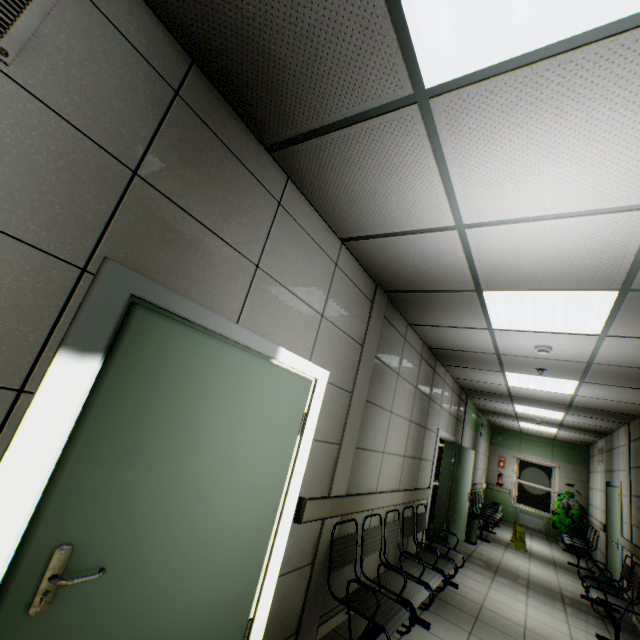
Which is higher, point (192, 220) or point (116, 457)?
point (192, 220)

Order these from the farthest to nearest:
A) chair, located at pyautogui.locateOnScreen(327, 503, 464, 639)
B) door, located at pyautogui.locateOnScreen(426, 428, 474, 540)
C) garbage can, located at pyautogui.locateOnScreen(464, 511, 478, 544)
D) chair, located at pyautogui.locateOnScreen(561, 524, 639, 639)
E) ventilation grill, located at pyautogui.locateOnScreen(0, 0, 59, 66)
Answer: garbage can, located at pyautogui.locateOnScreen(464, 511, 478, 544)
door, located at pyautogui.locateOnScreen(426, 428, 474, 540)
chair, located at pyautogui.locateOnScreen(561, 524, 639, 639)
chair, located at pyautogui.locateOnScreen(327, 503, 464, 639)
ventilation grill, located at pyautogui.locateOnScreen(0, 0, 59, 66)

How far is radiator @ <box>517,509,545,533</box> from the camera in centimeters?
1084cm

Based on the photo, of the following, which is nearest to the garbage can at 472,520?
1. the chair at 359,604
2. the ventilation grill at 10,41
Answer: the chair at 359,604

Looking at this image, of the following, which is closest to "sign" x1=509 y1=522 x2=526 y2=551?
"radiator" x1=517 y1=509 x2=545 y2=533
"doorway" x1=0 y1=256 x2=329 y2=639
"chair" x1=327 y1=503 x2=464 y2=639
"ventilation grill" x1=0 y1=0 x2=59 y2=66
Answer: "radiator" x1=517 y1=509 x2=545 y2=533

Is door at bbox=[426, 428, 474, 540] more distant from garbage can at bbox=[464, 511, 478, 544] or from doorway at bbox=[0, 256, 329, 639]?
doorway at bbox=[0, 256, 329, 639]

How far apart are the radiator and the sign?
3.5m

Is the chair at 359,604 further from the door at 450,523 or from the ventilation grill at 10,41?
the ventilation grill at 10,41
